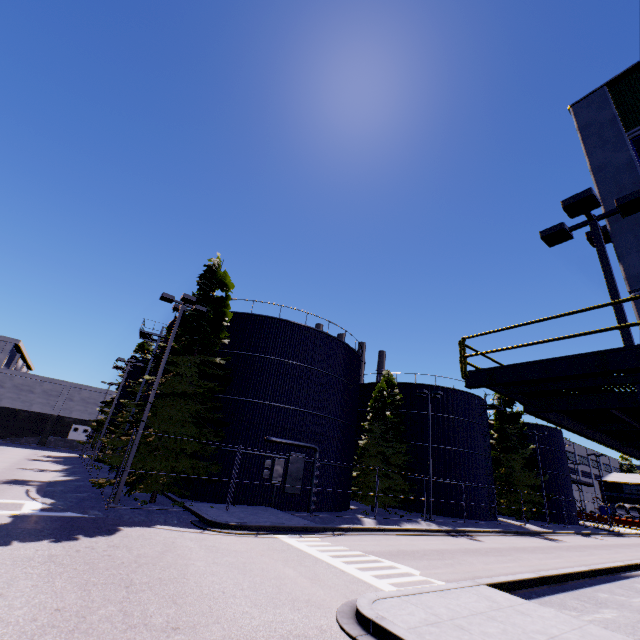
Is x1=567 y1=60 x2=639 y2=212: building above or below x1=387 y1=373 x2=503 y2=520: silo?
above

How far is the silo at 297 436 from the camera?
19.5m

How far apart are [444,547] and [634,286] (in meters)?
14.25

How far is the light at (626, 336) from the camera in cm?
744

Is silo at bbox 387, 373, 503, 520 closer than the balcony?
No

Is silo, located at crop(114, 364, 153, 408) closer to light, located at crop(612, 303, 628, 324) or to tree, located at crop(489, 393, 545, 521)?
tree, located at crop(489, 393, 545, 521)

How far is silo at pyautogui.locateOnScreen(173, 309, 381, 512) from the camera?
19.45m

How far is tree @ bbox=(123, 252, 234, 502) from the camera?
15.7m
